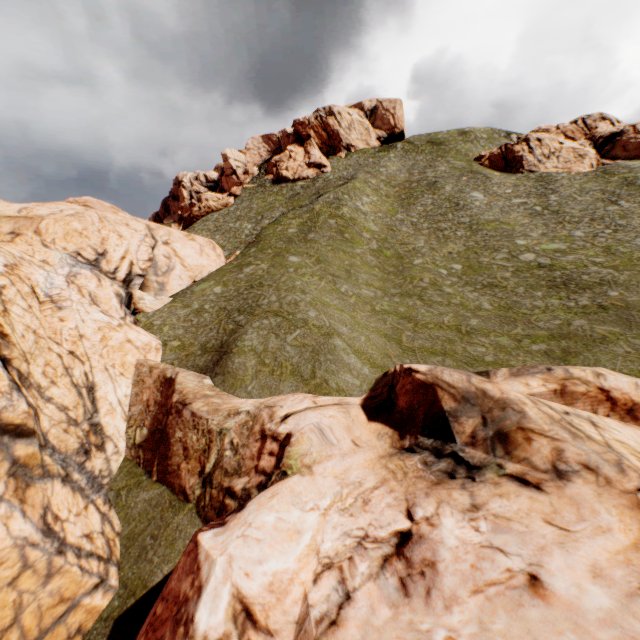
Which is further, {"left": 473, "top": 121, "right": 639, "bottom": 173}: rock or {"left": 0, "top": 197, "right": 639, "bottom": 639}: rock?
{"left": 473, "top": 121, "right": 639, "bottom": 173}: rock

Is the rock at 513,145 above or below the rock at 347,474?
above

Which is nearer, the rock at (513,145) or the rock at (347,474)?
the rock at (347,474)

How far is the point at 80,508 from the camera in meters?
11.0

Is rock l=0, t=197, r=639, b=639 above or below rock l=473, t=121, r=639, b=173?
below
